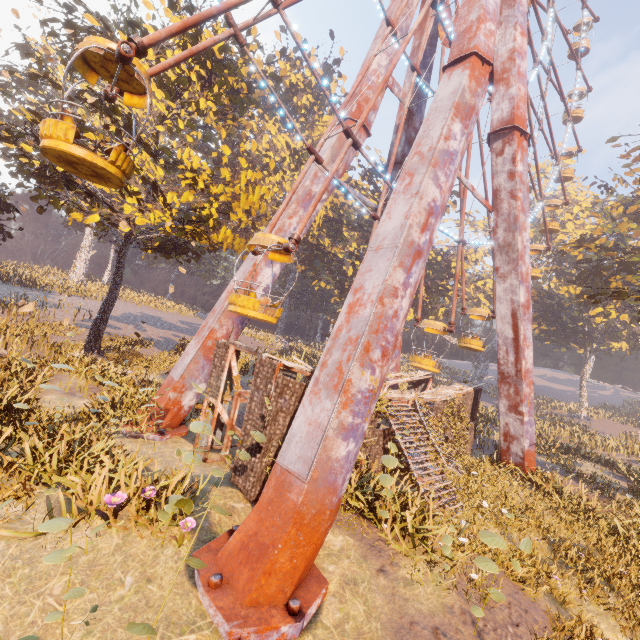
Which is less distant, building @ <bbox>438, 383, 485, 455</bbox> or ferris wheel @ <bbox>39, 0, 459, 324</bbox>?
ferris wheel @ <bbox>39, 0, 459, 324</bbox>

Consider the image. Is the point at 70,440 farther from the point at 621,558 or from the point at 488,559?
the point at 621,558

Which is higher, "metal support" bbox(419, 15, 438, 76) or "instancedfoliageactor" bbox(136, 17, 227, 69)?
"metal support" bbox(419, 15, 438, 76)

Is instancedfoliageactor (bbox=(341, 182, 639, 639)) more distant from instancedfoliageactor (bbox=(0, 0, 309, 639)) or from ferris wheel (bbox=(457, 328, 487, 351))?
instancedfoliageactor (bbox=(0, 0, 309, 639))

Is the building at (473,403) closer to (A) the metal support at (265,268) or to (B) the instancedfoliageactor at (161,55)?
(B) the instancedfoliageactor at (161,55)

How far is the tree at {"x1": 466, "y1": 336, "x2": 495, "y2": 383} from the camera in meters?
58.7 m

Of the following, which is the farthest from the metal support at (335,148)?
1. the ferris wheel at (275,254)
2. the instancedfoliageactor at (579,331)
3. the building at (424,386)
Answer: the instancedfoliageactor at (579,331)

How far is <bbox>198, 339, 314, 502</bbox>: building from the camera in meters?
8.7 m
